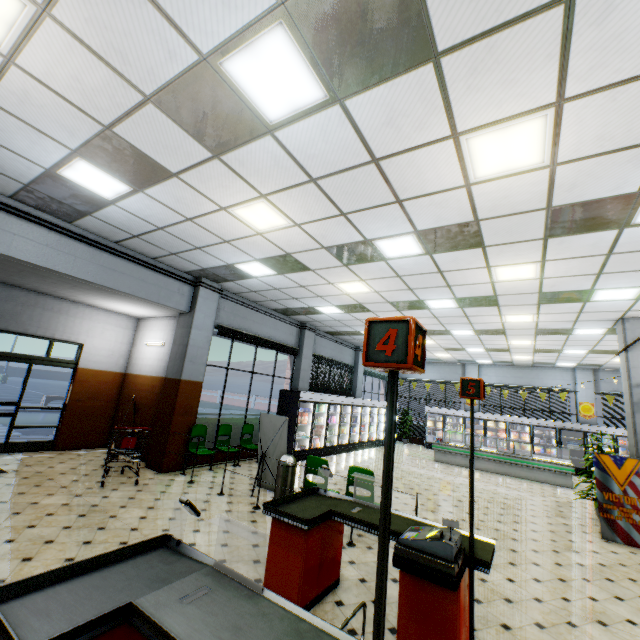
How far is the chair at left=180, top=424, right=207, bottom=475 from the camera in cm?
781

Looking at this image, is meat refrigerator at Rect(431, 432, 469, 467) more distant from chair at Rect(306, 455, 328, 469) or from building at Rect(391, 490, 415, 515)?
chair at Rect(306, 455, 328, 469)

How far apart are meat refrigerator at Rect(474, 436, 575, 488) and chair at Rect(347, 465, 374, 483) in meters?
9.5

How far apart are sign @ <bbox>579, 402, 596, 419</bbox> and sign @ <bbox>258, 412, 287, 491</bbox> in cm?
1585

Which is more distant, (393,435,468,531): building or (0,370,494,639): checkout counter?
(393,435,468,531): building

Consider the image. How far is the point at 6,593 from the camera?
1.8 meters

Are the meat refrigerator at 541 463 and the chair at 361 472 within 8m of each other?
no

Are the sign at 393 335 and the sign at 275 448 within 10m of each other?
yes
